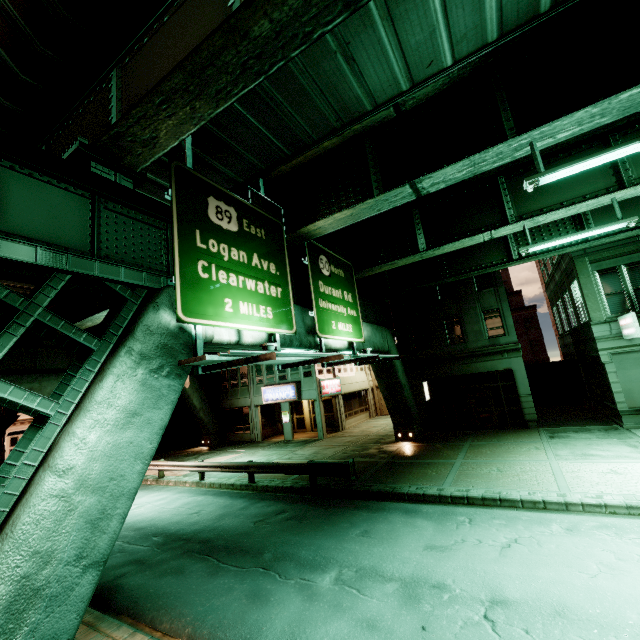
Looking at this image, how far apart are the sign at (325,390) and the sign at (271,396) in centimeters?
175cm

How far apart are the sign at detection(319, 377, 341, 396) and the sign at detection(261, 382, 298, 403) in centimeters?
175cm

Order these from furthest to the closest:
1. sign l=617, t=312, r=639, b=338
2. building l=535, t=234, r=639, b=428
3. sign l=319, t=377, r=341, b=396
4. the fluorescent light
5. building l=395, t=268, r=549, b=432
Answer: sign l=319, t=377, r=341, b=396 < building l=395, t=268, r=549, b=432 < building l=535, t=234, r=639, b=428 < sign l=617, t=312, r=639, b=338 < the fluorescent light

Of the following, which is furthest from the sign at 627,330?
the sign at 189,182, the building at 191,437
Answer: the building at 191,437

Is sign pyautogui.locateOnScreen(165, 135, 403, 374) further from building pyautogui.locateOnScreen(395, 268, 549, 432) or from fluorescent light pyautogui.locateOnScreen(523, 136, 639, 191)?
building pyautogui.locateOnScreen(395, 268, 549, 432)

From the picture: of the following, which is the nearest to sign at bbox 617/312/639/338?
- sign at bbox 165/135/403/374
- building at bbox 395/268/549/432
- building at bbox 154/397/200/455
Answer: building at bbox 395/268/549/432

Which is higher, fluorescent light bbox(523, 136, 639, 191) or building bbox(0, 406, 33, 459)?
fluorescent light bbox(523, 136, 639, 191)

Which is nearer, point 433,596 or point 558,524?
point 433,596
